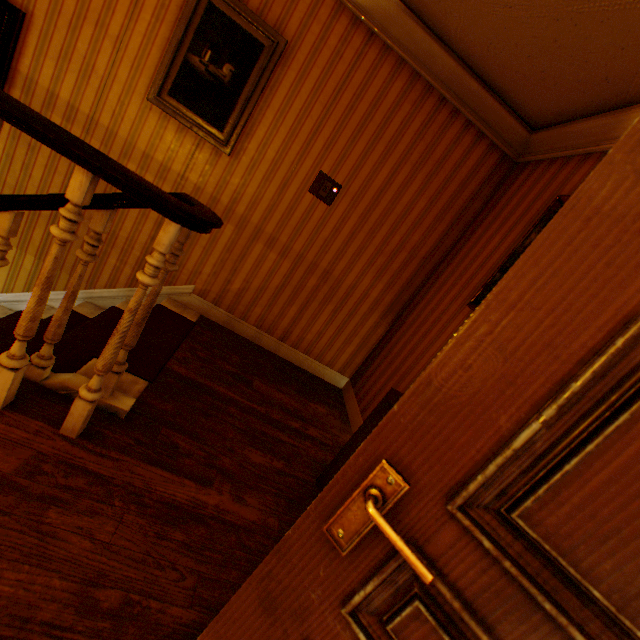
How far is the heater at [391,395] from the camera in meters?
2.0

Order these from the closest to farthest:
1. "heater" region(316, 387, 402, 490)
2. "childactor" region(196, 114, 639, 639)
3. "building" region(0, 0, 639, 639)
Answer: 1. "childactor" region(196, 114, 639, 639)
2. "building" region(0, 0, 639, 639)
3. "heater" region(316, 387, 402, 490)

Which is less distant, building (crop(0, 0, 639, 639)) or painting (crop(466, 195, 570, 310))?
building (crop(0, 0, 639, 639))

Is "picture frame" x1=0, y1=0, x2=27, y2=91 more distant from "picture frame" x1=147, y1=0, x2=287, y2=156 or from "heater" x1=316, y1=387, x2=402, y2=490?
"heater" x1=316, y1=387, x2=402, y2=490

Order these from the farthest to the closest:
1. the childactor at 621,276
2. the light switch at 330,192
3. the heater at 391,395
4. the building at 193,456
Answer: the light switch at 330,192, the heater at 391,395, the building at 193,456, the childactor at 621,276

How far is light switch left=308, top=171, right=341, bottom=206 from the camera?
3.0m

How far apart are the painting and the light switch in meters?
1.6 m

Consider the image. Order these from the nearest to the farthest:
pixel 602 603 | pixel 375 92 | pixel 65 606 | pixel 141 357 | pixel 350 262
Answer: pixel 602 603, pixel 65 606, pixel 141 357, pixel 375 92, pixel 350 262
